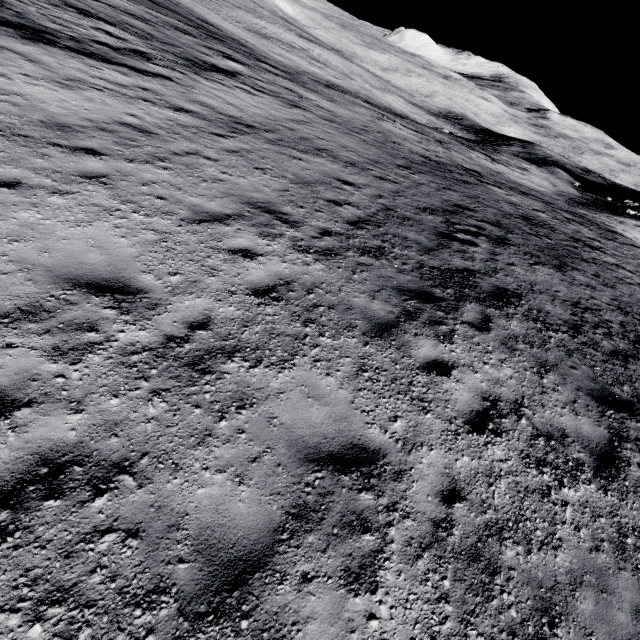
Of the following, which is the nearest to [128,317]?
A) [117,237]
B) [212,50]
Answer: Answer: [117,237]
